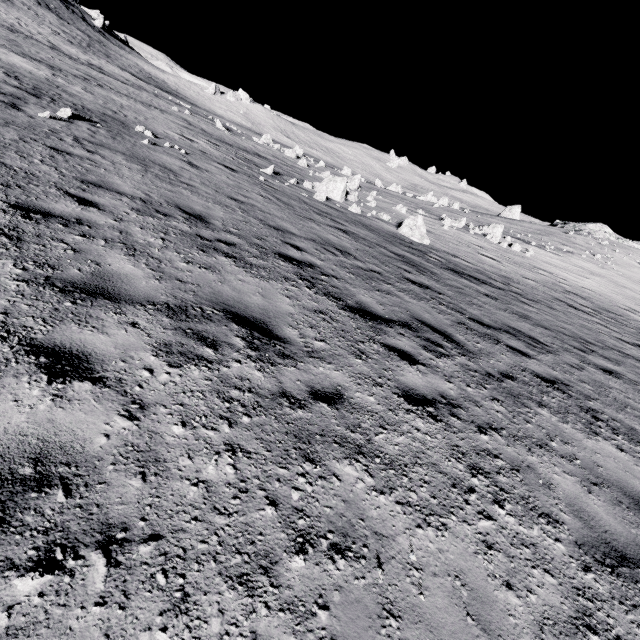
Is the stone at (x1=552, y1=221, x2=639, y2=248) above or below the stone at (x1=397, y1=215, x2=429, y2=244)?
above

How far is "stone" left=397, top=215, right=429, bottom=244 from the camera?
16.8 meters

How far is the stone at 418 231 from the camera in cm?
1681

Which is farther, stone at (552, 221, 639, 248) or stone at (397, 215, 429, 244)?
stone at (552, 221, 639, 248)

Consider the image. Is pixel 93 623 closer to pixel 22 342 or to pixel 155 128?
pixel 22 342

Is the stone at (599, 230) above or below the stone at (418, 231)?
above
